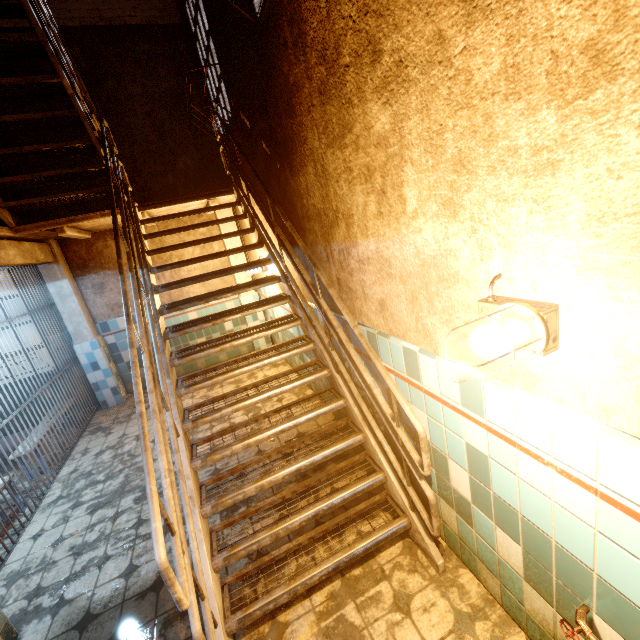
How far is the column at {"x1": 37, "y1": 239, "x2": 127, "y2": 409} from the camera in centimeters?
520cm

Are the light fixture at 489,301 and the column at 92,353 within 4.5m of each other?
no

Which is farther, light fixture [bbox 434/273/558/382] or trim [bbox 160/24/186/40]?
trim [bbox 160/24/186/40]

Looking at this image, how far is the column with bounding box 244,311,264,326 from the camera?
6.5m

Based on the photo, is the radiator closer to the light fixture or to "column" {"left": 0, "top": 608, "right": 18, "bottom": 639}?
the light fixture

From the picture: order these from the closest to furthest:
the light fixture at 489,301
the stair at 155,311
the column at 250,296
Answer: the light fixture at 489,301, the stair at 155,311, the column at 250,296

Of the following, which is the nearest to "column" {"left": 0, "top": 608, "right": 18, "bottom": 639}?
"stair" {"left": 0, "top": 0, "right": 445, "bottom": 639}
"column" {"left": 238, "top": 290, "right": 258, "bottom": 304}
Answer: "stair" {"left": 0, "top": 0, "right": 445, "bottom": 639}

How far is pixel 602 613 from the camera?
1.2 meters
